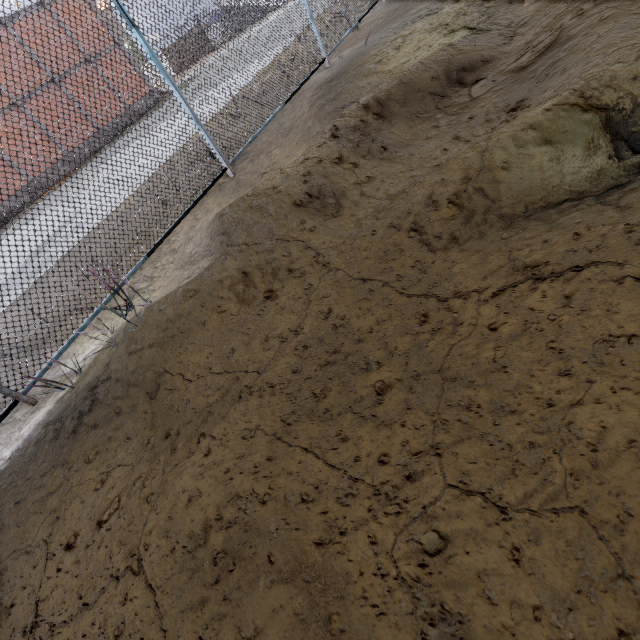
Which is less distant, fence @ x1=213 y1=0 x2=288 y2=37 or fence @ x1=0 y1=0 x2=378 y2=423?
fence @ x1=0 y1=0 x2=378 y2=423

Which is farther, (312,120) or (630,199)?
(312,120)

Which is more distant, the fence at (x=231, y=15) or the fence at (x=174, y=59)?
the fence at (x=231, y=15)
